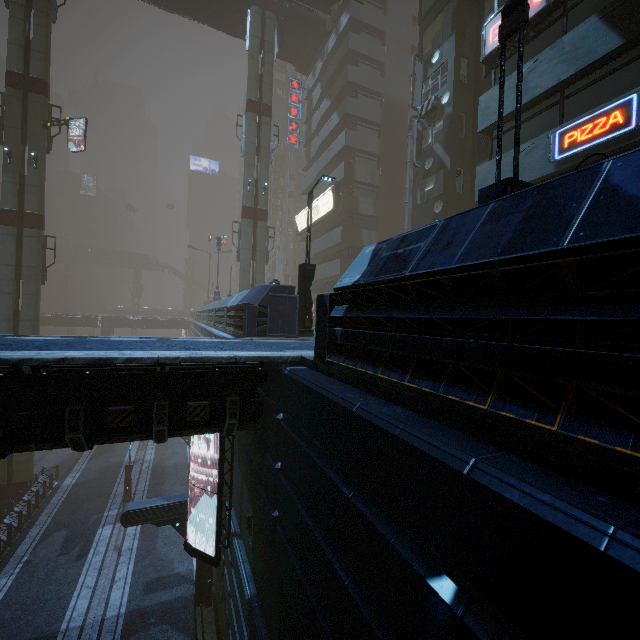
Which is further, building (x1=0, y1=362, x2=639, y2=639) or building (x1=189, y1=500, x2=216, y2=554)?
building (x1=189, y1=500, x2=216, y2=554)

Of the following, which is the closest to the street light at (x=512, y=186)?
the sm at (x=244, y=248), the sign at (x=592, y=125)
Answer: the sign at (x=592, y=125)

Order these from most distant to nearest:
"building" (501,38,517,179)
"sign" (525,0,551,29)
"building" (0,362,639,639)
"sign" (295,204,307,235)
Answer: Result:
"sign" (295,204,307,235)
"building" (501,38,517,179)
"sign" (525,0,551,29)
"building" (0,362,639,639)

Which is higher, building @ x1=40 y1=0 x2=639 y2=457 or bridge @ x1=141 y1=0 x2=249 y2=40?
bridge @ x1=141 y1=0 x2=249 y2=40

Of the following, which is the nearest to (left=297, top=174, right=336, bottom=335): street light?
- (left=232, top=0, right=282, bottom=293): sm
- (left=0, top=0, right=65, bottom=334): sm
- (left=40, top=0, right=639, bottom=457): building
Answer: (left=40, top=0, right=639, bottom=457): building

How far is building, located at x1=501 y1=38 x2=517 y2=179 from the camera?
12.29m

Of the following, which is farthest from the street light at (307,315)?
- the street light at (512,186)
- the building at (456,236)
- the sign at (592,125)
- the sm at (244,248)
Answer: the sm at (244,248)

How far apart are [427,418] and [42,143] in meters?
30.0
